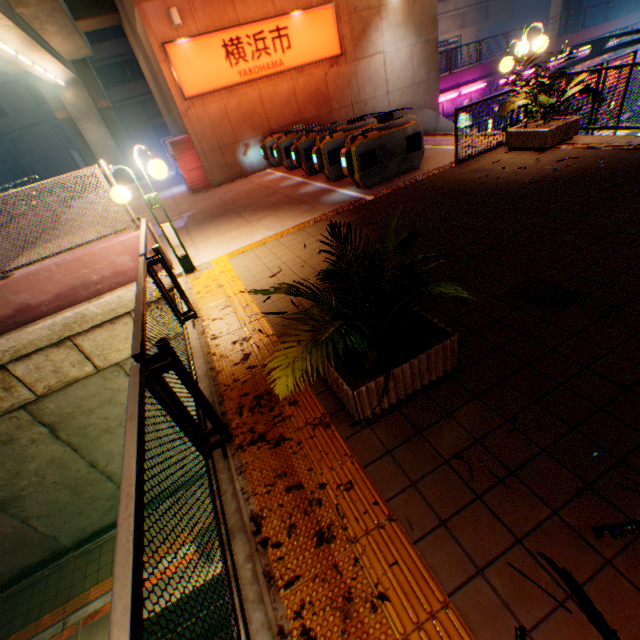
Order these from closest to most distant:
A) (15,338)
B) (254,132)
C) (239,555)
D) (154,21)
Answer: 1. (239,555)
2. (15,338)
3. (154,21)
4. (254,132)

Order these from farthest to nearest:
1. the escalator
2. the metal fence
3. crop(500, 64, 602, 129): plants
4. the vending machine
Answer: the vending machine
the escalator
crop(500, 64, 602, 129): plants
the metal fence

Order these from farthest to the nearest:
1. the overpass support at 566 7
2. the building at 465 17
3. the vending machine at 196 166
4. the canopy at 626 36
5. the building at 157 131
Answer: the building at 465 17 → the overpass support at 566 7 → the building at 157 131 → the canopy at 626 36 → the vending machine at 196 166

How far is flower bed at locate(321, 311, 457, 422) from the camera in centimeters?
253cm

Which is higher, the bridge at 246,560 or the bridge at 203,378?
the bridge at 203,378

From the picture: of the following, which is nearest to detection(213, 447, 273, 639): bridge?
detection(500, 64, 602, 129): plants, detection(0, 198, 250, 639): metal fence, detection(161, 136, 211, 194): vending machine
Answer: detection(0, 198, 250, 639): metal fence

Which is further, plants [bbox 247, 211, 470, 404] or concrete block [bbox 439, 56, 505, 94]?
concrete block [bbox 439, 56, 505, 94]

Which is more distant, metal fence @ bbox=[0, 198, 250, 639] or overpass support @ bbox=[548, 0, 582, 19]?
overpass support @ bbox=[548, 0, 582, 19]
